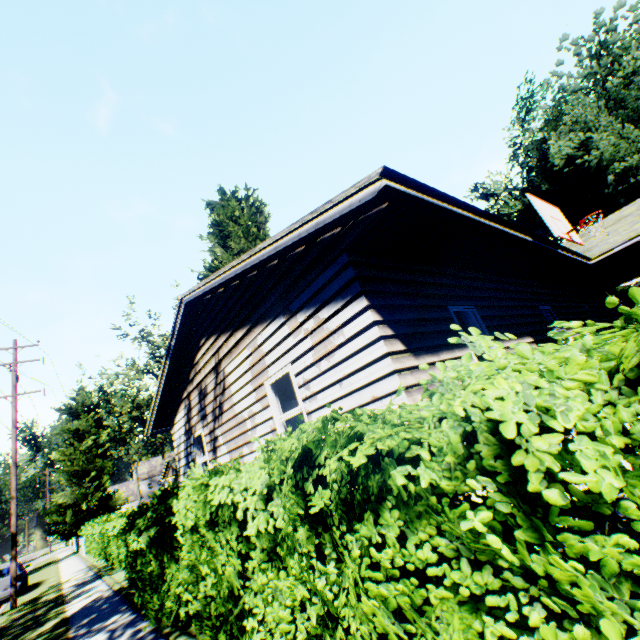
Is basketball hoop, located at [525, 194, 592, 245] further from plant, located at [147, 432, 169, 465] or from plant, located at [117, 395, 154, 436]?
plant, located at [147, 432, 169, 465]

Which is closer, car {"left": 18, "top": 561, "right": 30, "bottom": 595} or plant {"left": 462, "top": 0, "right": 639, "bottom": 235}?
car {"left": 18, "top": 561, "right": 30, "bottom": 595}

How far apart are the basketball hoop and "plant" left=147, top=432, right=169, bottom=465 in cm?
6595

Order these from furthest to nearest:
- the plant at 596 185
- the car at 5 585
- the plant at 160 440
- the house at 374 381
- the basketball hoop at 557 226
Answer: the plant at 160 440
the plant at 596 185
the car at 5 585
the basketball hoop at 557 226
the house at 374 381

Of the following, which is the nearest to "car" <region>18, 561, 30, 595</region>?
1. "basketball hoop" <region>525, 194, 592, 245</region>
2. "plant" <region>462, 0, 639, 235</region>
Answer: "plant" <region>462, 0, 639, 235</region>

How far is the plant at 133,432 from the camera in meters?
53.4 m

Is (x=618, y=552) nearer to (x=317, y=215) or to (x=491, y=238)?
(x=317, y=215)

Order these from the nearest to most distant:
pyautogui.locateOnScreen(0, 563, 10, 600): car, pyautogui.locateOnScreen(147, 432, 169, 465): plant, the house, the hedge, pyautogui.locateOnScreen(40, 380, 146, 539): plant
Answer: the hedge, the house, pyautogui.locateOnScreen(0, 563, 10, 600): car, pyautogui.locateOnScreen(40, 380, 146, 539): plant, pyautogui.locateOnScreen(147, 432, 169, 465): plant
